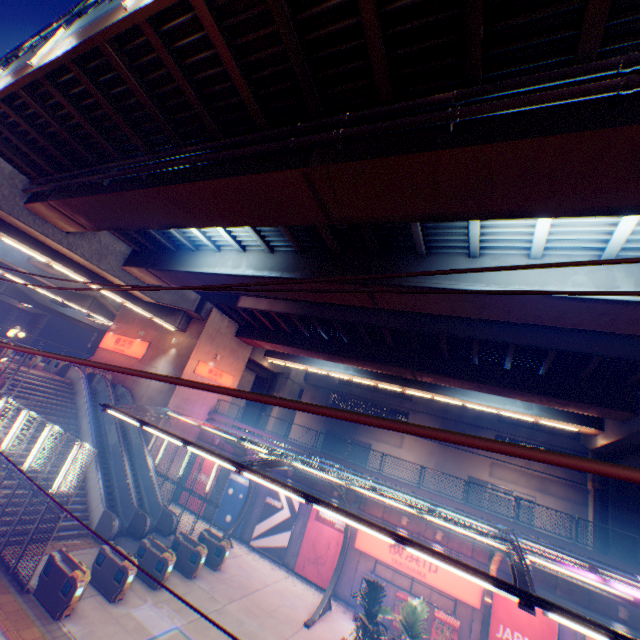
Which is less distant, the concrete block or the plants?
the plants

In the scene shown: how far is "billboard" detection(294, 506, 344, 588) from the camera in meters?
18.9

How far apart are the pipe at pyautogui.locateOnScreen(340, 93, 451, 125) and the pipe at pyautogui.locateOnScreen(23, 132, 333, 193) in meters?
0.3

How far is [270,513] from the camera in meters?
21.6

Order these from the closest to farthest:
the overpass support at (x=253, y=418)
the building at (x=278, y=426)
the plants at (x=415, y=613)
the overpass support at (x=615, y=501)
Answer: the plants at (x=415, y=613), the overpass support at (x=615, y=501), the overpass support at (x=253, y=418), the building at (x=278, y=426)

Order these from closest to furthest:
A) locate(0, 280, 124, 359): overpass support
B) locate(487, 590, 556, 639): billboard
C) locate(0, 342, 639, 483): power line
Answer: locate(0, 342, 639, 483): power line → locate(487, 590, 556, 639): billboard → locate(0, 280, 124, 359): overpass support

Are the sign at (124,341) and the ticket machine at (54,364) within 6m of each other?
yes

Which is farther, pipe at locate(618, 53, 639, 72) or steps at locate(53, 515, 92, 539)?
steps at locate(53, 515, 92, 539)
